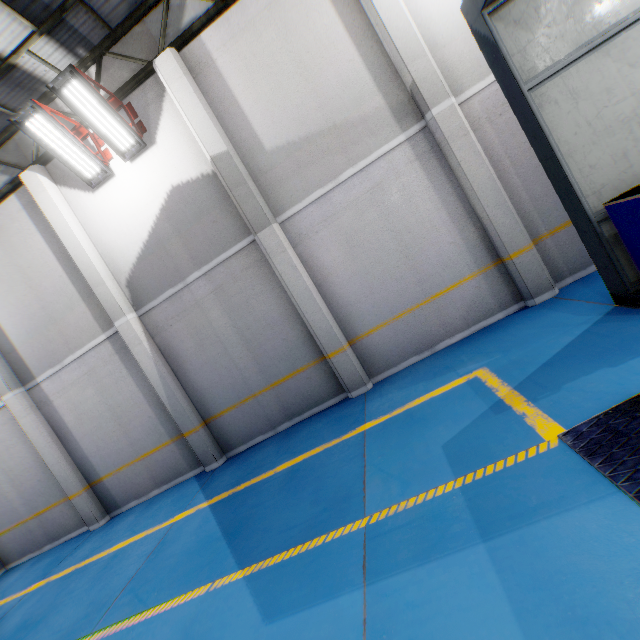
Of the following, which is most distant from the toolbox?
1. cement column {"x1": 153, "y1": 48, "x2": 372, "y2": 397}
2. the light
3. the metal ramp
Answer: the light

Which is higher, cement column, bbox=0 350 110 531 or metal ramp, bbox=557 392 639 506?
cement column, bbox=0 350 110 531

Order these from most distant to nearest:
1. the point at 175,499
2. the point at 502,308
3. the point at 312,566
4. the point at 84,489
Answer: the point at 84,489 → the point at 175,499 → the point at 502,308 → the point at 312,566

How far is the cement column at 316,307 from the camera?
6.4m

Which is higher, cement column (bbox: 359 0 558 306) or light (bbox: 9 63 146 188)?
light (bbox: 9 63 146 188)

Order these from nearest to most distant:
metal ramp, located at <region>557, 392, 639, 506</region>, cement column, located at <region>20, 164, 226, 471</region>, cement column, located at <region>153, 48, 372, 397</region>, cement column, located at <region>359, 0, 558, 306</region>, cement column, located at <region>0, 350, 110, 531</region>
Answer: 1. metal ramp, located at <region>557, 392, 639, 506</region>
2. cement column, located at <region>359, 0, 558, 306</region>
3. cement column, located at <region>153, 48, 372, 397</region>
4. cement column, located at <region>20, 164, 226, 471</region>
5. cement column, located at <region>0, 350, 110, 531</region>

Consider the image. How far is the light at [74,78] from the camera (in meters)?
5.91

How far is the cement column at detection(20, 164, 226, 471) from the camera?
7.2 meters
